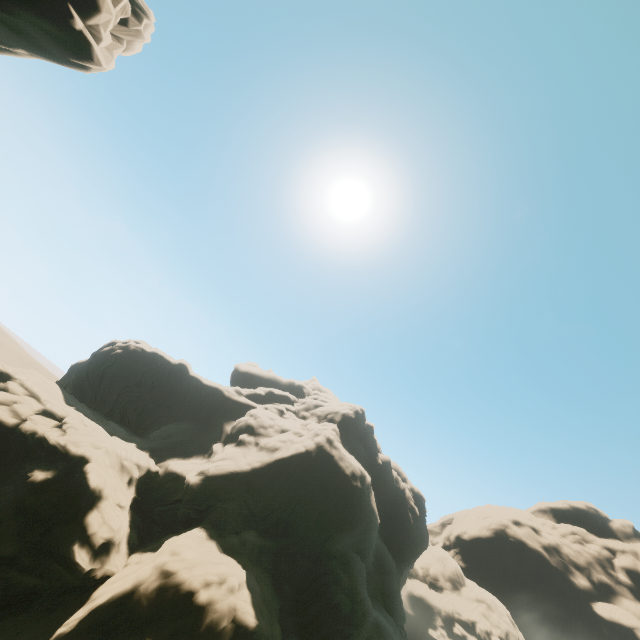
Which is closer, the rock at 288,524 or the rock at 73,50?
the rock at 73,50

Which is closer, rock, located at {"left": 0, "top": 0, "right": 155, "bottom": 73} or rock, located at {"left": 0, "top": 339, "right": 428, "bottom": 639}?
rock, located at {"left": 0, "top": 0, "right": 155, "bottom": 73}

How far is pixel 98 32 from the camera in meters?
17.5 m
